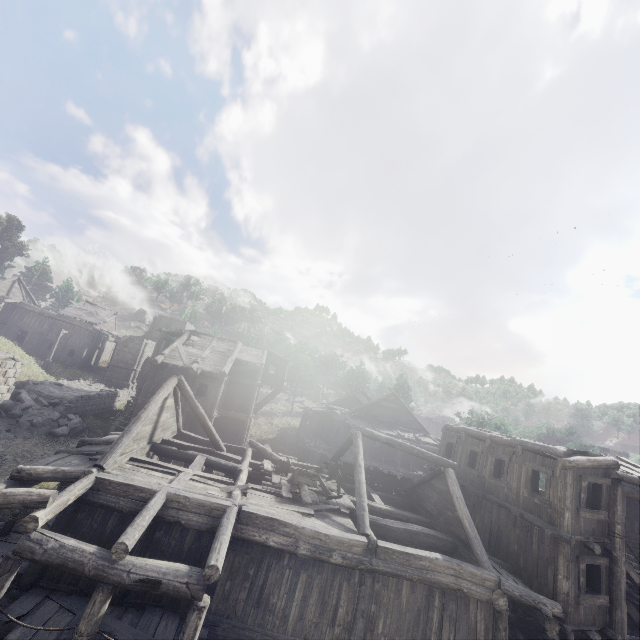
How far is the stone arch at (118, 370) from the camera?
36.78m

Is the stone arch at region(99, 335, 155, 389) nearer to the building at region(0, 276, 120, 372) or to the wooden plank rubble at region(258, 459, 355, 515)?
the building at region(0, 276, 120, 372)

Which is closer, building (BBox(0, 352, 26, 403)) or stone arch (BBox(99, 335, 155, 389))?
building (BBox(0, 352, 26, 403))

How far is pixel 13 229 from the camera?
54.8 meters

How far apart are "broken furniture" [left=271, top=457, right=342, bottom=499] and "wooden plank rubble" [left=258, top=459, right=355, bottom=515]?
0.0 meters

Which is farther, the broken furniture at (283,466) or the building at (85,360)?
the building at (85,360)

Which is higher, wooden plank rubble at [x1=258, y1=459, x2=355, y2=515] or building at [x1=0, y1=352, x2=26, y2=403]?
building at [x1=0, y1=352, x2=26, y2=403]

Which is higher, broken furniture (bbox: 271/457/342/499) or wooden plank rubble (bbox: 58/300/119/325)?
wooden plank rubble (bbox: 58/300/119/325)
